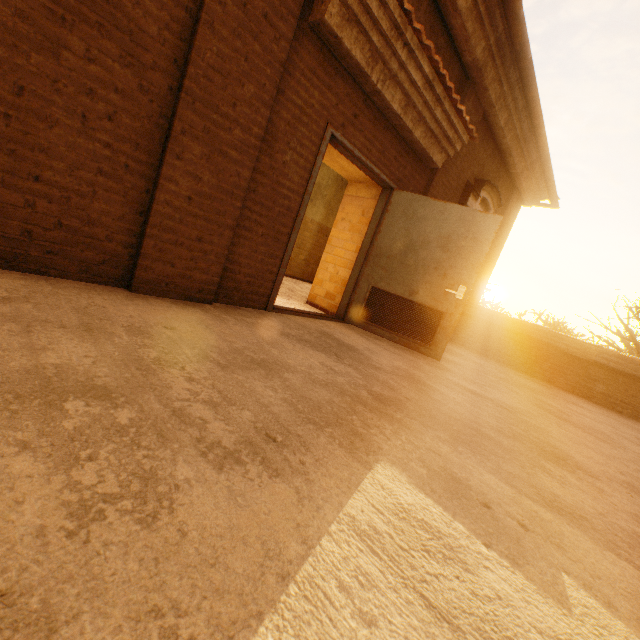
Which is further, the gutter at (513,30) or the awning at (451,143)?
the gutter at (513,30)

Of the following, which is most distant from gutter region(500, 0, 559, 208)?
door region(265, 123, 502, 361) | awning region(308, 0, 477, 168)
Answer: door region(265, 123, 502, 361)

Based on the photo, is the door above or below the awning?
below

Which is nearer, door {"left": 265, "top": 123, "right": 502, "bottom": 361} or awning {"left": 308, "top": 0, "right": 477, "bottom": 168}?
awning {"left": 308, "top": 0, "right": 477, "bottom": 168}

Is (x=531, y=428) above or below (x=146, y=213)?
below

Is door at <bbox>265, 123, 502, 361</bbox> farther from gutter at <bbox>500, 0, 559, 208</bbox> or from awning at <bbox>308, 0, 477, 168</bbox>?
gutter at <bbox>500, 0, 559, 208</bbox>

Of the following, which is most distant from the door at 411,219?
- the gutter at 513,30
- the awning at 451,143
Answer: the gutter at 513,30
